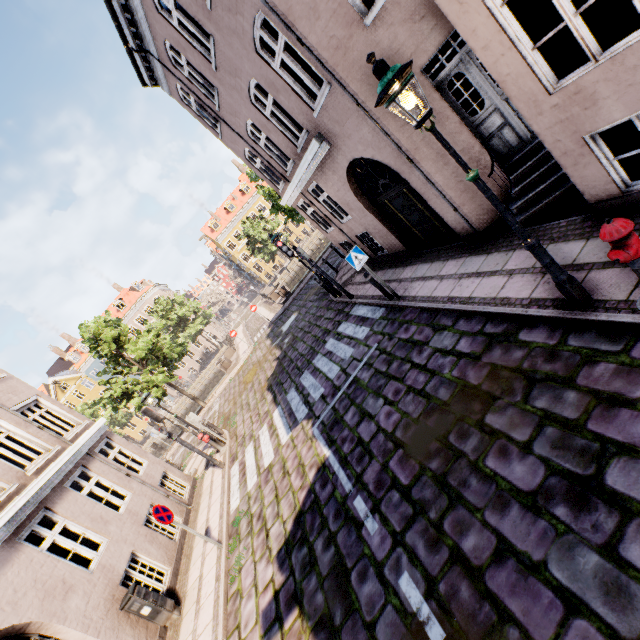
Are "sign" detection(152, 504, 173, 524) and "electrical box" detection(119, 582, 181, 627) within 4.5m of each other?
yes

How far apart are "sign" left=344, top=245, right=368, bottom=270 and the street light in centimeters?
473cm

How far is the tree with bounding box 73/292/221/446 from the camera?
20.28m

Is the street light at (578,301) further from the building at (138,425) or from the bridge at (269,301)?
the building at (138,425)

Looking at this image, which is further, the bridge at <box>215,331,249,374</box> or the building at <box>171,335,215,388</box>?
the building at <box>171,335,215,388</box>

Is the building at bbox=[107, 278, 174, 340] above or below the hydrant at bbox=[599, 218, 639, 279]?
→ above

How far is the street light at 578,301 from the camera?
3.2m

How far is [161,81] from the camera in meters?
11.8
